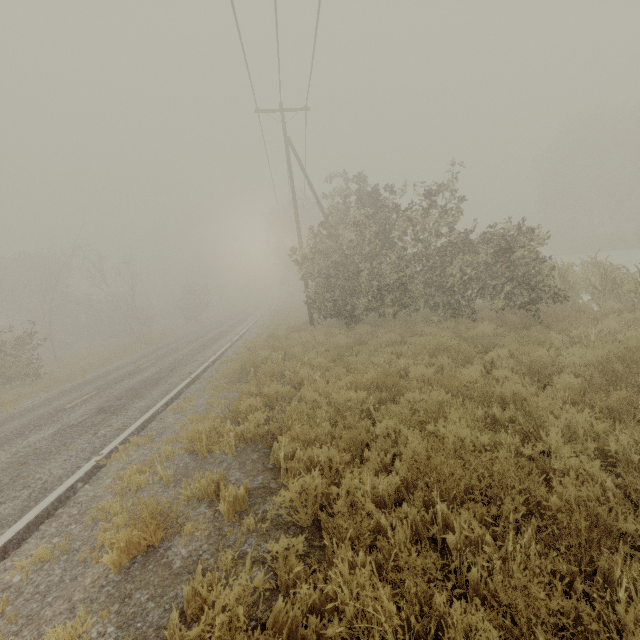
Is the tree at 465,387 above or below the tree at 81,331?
below

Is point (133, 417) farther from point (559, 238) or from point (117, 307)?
point (559, 238)

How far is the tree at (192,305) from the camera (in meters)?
44.22

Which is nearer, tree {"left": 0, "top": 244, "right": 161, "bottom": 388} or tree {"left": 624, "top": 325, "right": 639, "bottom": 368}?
tree {"left": 624, "top": 325, "right": 639, "bottom": 368}

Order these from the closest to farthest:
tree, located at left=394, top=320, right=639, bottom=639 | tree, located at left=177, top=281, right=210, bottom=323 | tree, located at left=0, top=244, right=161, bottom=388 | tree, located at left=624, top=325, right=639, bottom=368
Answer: tree, located at left=394, top=320, right=639, bottom=639 < tree, located at left=624, top=325, right=639, bottom=368 < tree, located at left=0, top=244, right=161, bottom=388 < tree, located at left=177, top=281, right=210, bottom=323

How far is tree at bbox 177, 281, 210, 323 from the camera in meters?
44.2
